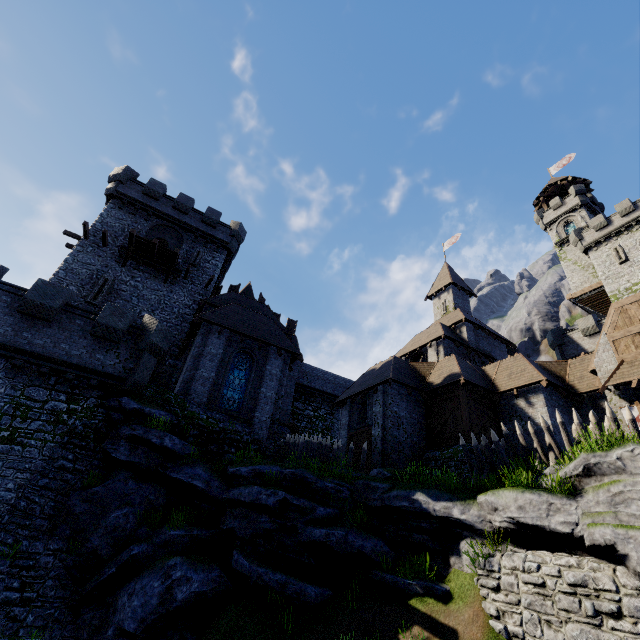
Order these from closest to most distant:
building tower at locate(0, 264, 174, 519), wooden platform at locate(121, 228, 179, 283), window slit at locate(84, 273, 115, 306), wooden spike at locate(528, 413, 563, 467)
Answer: wooden spike at locate(528, 413, 563, 467), building tower at locate(0, 264, 174, 519), window slit at locate(84, 273, 115, 306), wooden platform at locate(121, 228, 179, 283)

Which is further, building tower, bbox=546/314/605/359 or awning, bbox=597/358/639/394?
building tower, bbox=546/314/605/359

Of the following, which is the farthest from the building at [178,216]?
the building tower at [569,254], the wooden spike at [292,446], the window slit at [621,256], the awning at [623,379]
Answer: the building tower at [569,254]

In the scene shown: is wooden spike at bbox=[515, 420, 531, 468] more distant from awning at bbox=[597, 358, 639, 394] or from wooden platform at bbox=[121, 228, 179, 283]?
wooden platform at bbox=[121, 228, 179, 283]

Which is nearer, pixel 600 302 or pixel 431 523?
pixel 431 523

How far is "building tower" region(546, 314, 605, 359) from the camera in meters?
30.0

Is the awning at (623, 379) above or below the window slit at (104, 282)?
below

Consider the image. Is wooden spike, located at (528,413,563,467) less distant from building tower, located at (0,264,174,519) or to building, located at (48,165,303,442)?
building, located at (48,165,303,442)
